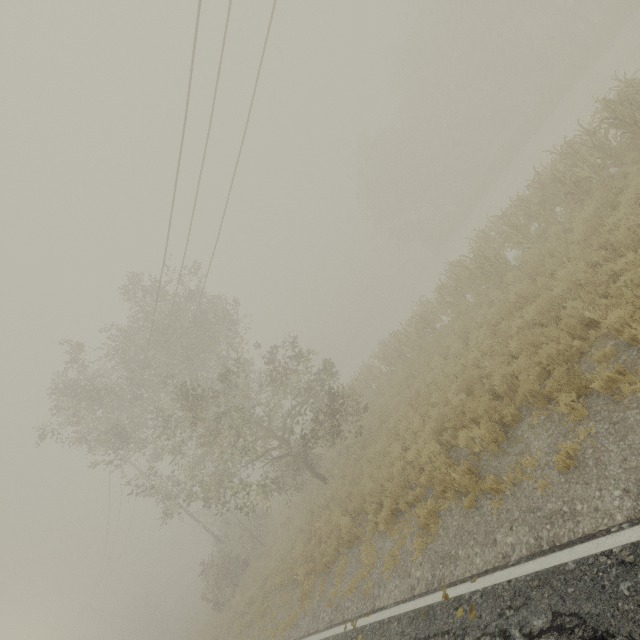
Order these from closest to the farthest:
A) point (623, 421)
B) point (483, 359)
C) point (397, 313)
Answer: point (623, 421) < point (483, 359) < point (397, 313)

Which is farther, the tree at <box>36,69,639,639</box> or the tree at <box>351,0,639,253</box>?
the tree at <box>351,0,639,253</box>

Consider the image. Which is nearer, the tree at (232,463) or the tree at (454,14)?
the tree at (232,463)
